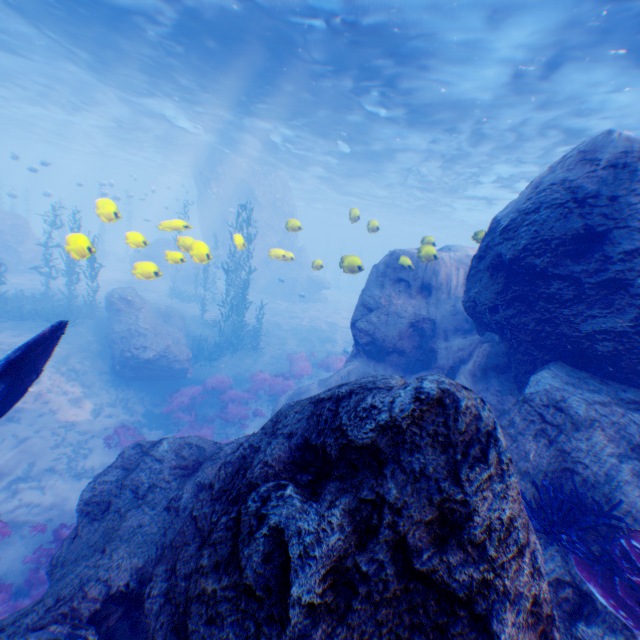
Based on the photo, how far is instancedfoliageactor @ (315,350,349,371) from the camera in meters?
18.2

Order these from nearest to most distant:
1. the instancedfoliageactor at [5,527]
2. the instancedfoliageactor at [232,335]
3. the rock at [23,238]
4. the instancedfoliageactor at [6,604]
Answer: the instancedfoliageactor at [6,604] < the instancedfoliageactor at [5,527] < the instancedfoliageactor at [232,335] < the rock at [23,238]

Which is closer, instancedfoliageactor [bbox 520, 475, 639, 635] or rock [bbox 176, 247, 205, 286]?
instancedfoliageactor [bbox 520, 475, 639, 635]

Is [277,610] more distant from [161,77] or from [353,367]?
[161,77]

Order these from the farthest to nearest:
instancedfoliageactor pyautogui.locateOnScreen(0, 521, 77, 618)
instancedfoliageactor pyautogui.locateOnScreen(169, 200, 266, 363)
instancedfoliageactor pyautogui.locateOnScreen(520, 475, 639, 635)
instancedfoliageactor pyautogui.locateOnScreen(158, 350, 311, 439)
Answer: instancedfoliageactor pyautogui.locateOnScreen(169, 200, 266, 363) → instancedfoliageactor pyautogui.locateOnScreen(158, 350, 311, 439) → instancedfoliageactor pyautogui.locateOnScreen(0, 521, 77, 618) → instancedfoliageactor pyautogui.locateOnScreen(520, 475, 639, 635)

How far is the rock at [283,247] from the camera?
30.0 meters

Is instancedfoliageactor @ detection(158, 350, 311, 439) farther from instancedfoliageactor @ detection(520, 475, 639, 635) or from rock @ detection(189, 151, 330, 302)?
instancedfoliageactor @ detection(520, 475, 639, 635)

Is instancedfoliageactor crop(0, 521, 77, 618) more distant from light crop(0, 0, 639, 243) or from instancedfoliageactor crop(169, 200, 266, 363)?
light crop(0, 0, 639, 243)
